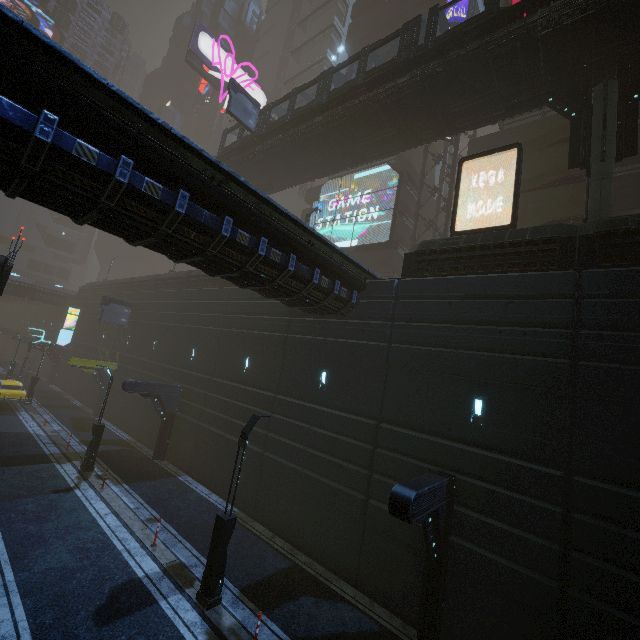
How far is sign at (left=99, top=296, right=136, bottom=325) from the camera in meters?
28.1 m

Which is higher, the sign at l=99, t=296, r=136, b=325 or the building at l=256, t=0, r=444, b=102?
the building at l=256, t=0, r=444, b=102

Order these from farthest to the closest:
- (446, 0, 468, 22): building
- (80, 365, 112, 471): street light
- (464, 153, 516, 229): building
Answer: (446, 0, 468, 22): building → (464, 153, 516, 229): building → (80, 365, 112, 471): street light

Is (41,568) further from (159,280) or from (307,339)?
(159,280)

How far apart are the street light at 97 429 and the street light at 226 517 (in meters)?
11.32

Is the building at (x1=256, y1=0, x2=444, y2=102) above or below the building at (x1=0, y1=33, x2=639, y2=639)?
above

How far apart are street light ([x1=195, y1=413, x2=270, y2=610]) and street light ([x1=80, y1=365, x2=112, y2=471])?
11.32m

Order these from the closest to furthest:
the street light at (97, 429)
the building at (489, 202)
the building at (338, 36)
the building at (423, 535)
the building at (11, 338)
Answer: the building at (423, 535) → the street light at (97, 429) → the building at (489, 202) → the building at (338, 36) → the building at (11, 338)
